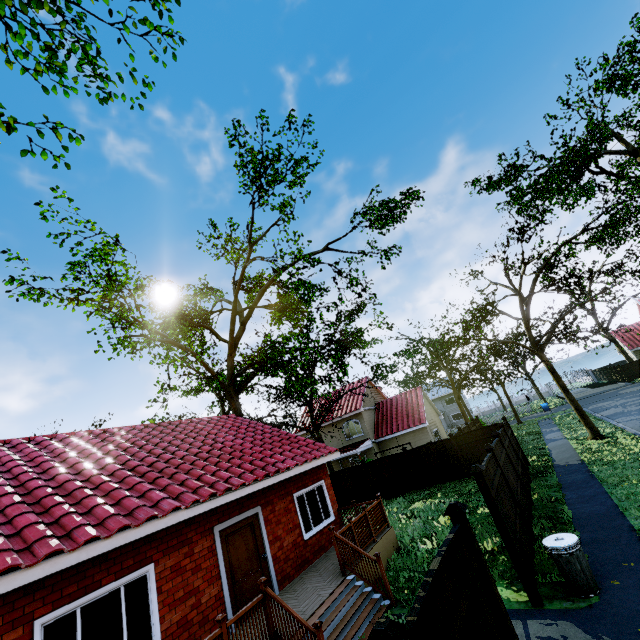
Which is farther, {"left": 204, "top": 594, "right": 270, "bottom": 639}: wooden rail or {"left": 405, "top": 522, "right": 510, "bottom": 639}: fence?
{"left": 204, "top": 594, "right": 270, "bottom": 639}: wooden rail

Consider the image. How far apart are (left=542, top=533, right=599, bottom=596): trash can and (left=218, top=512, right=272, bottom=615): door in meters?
6.9

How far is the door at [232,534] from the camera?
Answer: 8.1m

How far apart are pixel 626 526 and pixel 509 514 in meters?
3.2

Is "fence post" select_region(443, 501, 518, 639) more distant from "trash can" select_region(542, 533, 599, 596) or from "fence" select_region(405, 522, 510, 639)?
"trash can" select_region(542, 533, 599, 596)

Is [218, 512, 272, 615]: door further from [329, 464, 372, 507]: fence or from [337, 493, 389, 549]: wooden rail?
[329, 464, 372, 507]: fence

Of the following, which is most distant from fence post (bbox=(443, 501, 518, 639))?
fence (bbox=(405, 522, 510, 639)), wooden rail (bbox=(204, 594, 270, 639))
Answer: wooden rail (bbox=(204, 594, 270, 639))

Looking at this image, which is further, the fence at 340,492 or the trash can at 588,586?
the fence at 340,492
